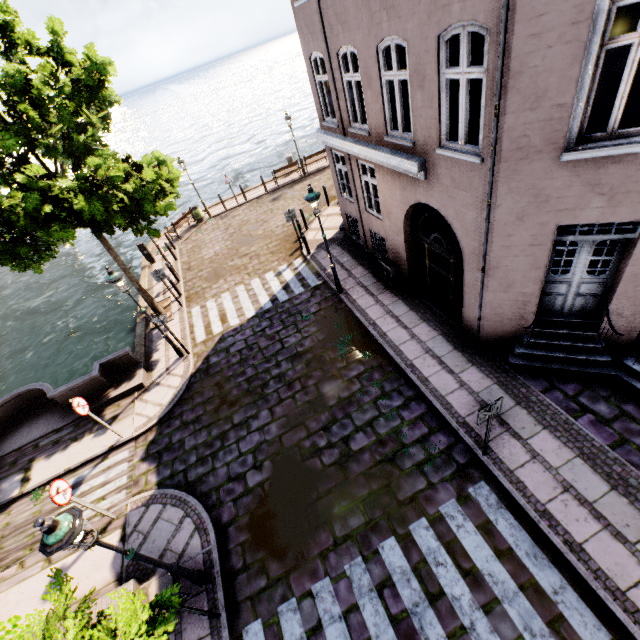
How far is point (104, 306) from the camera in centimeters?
2127cm

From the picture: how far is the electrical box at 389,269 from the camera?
10.62m

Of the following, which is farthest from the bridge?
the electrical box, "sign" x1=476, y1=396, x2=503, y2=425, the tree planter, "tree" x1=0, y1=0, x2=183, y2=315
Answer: the electrical box

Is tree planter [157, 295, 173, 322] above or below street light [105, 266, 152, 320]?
below

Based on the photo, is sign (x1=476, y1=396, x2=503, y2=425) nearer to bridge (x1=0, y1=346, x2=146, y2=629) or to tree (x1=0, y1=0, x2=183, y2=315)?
tree (x1=0, y1=0, x2=183, y2=315)

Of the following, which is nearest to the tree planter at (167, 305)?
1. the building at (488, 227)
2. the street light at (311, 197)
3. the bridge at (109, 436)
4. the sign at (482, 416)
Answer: the bridge at (109, 436)

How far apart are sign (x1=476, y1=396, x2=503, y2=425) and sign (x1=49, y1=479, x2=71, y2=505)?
8.3 meters

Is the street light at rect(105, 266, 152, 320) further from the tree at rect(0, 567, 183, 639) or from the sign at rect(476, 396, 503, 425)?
the sign at rect(476, 396, 503, 425)
